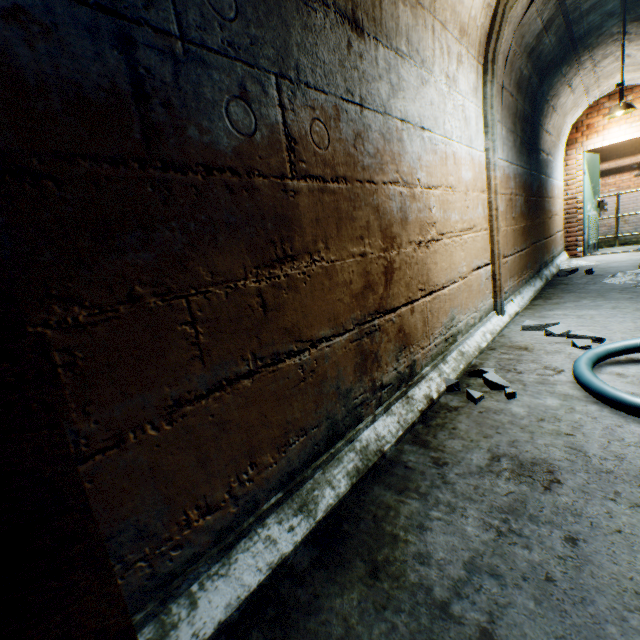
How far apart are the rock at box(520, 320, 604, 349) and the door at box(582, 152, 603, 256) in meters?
5.8

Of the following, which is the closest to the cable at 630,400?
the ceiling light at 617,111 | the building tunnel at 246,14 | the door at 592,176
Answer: the building tunnel at 246,14

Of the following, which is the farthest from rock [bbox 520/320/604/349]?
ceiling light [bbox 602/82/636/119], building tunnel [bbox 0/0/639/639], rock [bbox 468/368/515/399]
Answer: ceiling light [bbox 602/82/636/119]

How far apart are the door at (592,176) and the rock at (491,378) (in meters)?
6.80

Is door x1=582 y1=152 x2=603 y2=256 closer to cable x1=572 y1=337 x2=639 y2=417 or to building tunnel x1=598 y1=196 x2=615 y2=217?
building tunnel x1=598 y1=196 x2=615 y2=217

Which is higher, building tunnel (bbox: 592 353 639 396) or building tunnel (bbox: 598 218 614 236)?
building tunnel (bbox: 598 218 614 236)

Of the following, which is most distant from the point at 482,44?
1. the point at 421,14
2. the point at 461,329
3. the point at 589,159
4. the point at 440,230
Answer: the point at 589,159

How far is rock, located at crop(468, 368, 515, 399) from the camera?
1.8 meters
